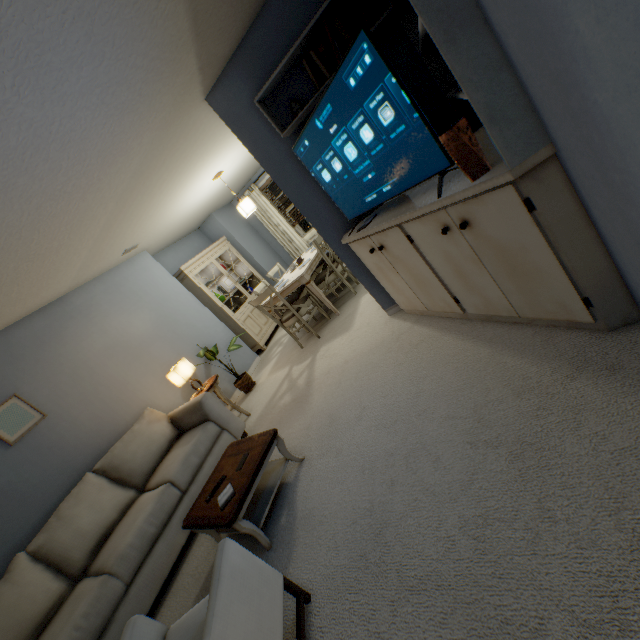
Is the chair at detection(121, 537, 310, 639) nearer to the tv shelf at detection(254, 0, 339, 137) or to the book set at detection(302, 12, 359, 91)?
the tv shelf at detection(254, 0, 339, 137)

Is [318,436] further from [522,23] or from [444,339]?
[522,23]

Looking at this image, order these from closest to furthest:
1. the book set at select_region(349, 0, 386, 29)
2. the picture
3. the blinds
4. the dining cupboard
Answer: the book set at select_region(349, 0, 386, 29)
the picture
the dining cupboard
the blinds

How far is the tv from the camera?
1.5 meters

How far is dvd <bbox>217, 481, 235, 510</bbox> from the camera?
2.1 meters

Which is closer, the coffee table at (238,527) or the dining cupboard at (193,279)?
the coffee table at (238,527)

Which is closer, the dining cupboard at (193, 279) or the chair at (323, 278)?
the chair at (323, 278)

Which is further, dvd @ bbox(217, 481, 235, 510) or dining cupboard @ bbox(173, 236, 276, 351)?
dining cupboard @ bbox(173, 236, 276, 351)
